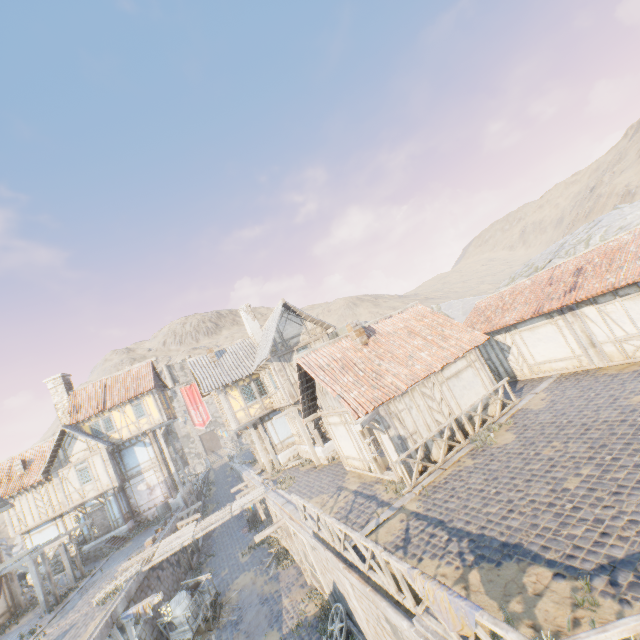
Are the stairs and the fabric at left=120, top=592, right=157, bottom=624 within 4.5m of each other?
no

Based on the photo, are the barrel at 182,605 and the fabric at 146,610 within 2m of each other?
yes

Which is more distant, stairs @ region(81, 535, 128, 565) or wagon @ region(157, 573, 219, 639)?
stairs @ region(81, 535, 128, 565)

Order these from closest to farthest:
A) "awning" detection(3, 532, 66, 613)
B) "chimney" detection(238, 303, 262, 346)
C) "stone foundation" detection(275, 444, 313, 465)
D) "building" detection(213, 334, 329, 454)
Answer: "awning" detection(3, 532, 66, 613) < "building" detection(213, 334, 329, 454) < "stone foundation" detection(275, 444, 313, 465) < "chimney" detection(238, 303, 262, 346)

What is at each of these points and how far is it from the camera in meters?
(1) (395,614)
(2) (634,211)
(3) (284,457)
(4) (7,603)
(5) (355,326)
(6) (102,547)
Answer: (1) stone blocks, 6.4 m
(2) rock, 23.0 m
(3) stone foundation, 22.6 m
(4) building, 18.5 m
(5) chimney, 14.8 m
(6) stairs, 22.9 m

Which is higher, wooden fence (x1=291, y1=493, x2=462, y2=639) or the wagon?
wooden fence (x1=291, y1=493, x2=462, y2=639)

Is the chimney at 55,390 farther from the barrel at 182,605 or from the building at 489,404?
the building at 489,404

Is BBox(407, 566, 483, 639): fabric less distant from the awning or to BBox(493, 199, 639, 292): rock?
BBox(493, 199, 639, 292): rock
